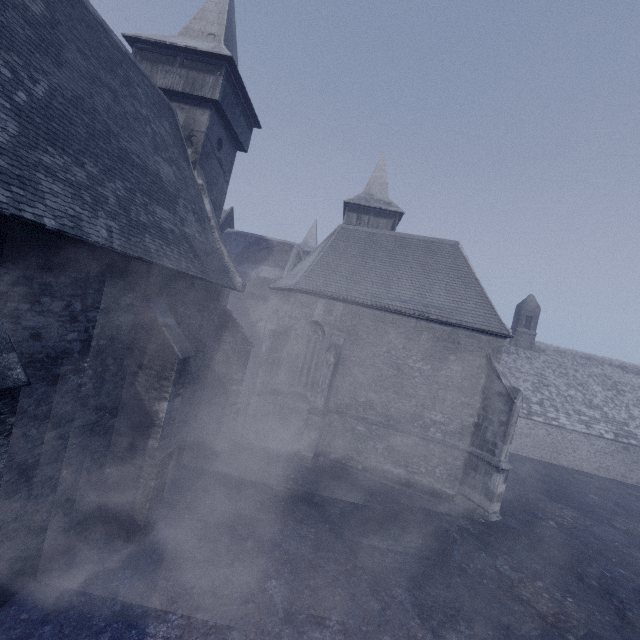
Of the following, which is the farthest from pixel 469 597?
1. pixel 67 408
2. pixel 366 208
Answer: pixel 366 208
